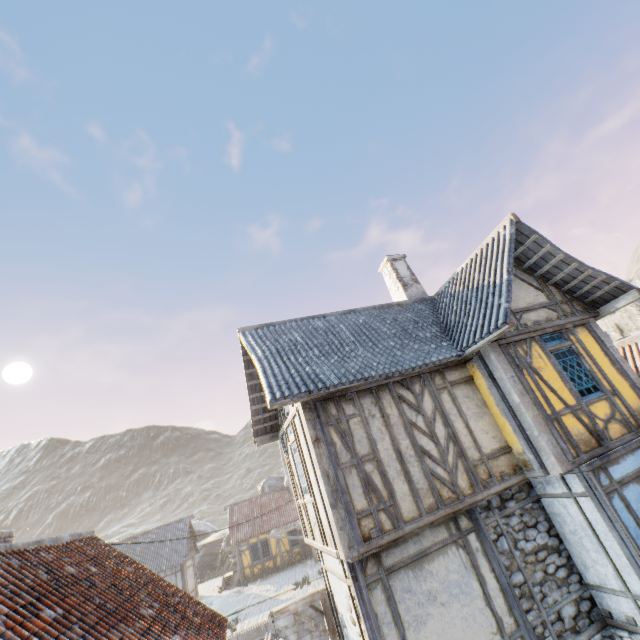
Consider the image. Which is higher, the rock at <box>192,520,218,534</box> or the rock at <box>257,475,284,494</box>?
the rock at <box>257,475,284,494</box>

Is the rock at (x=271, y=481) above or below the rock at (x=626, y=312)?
below

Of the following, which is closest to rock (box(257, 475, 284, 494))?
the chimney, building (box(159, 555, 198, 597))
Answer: building (box(159, 555, 198, 597))

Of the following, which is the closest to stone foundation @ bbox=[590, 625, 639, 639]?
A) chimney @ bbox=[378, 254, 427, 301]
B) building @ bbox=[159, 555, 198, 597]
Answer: chimney @ bbox=[378, 254, 427, 301]

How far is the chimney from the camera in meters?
12.4

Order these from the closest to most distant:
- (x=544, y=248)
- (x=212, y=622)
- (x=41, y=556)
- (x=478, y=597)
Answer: (x=41, y=556), (x=478, y=597), (x=212, y=622), (x=544, y=248)

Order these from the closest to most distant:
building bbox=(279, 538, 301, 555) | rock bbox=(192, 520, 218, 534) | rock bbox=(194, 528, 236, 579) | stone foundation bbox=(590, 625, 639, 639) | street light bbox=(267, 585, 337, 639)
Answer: stone foundation bbox=(590, 625, 639, 639) → street light bbox=(267, 585, 337, 639) → building bbox=(279, 538, 301, 555) → rock bbox=(194, 528, 236, 579) → rock bbox=(192, 520, 218, 534)

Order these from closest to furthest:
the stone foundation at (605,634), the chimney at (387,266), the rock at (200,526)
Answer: the stone foundation at (605,634), the chimney at (387,266), the rock at (200,526)
